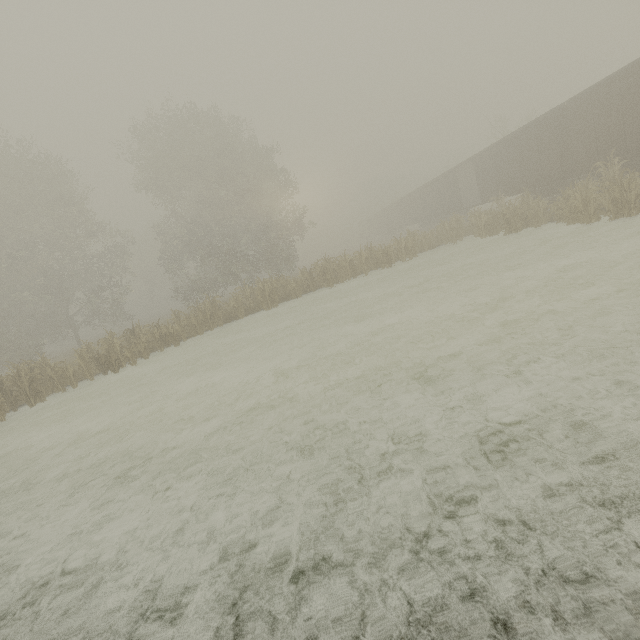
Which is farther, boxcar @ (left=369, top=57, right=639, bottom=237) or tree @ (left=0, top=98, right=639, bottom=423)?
tree @ (left=0, top=98, right=639, bottom=423)

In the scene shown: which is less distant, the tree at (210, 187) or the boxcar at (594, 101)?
the boxcar at (594, 101)

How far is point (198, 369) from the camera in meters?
12.1
